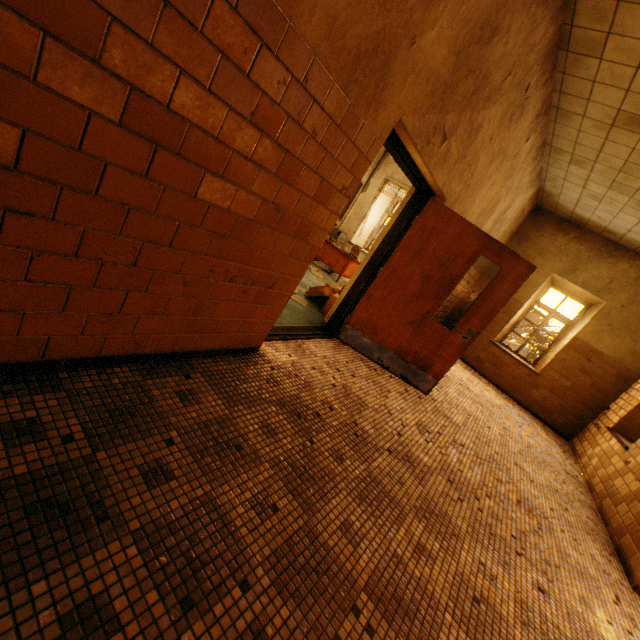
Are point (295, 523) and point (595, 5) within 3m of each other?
no

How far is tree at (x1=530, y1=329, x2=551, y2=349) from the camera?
12.68m

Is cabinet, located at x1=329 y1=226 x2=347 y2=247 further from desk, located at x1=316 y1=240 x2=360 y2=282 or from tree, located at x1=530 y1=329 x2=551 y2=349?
tree, located at x1=530 y1=329 x2=551 y2=349

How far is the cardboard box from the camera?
5.05m

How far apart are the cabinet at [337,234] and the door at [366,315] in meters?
5.7 m

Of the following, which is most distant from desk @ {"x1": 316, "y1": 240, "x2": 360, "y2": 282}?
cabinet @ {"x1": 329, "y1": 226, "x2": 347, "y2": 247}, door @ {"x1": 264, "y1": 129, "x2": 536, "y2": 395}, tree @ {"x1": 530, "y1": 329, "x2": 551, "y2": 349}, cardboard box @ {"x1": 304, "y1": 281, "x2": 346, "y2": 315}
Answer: tree @ {"x1": 530, "y1": 329, "x2": 551, "y2": 349}

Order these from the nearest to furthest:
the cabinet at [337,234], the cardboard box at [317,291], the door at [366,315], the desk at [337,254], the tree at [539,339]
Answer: the door at [366,315], the cardboard box at [317,291], the desk at [337,254], the cabinet at [337,234], the tree at [539,339]

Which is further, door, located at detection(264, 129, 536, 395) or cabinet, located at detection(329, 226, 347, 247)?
cabinet, located at detection(329, 226, 347, 247)
